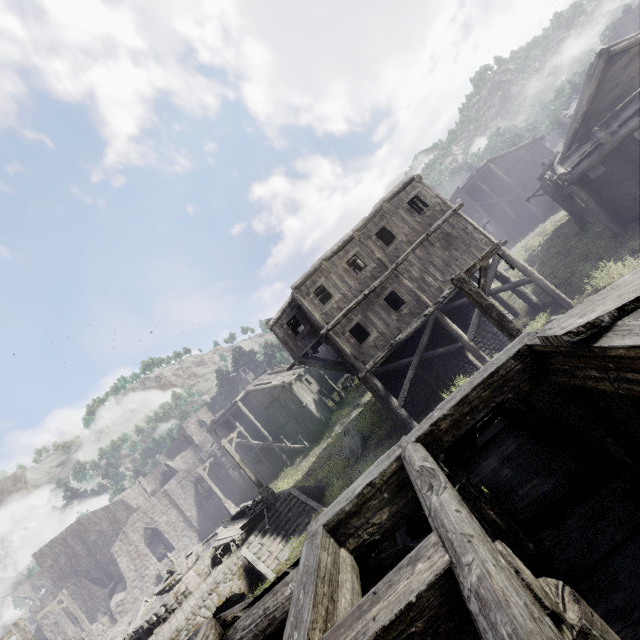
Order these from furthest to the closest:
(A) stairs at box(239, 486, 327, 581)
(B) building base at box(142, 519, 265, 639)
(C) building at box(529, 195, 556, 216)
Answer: (C) building at box(529, 195, 556, 216) < (A) stairs at box(239, 486, 327, 581) < (B) building base at box(142, 519, 265, 639)

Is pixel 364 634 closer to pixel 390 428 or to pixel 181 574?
pixel 390 428

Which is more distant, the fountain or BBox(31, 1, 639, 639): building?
the fountain

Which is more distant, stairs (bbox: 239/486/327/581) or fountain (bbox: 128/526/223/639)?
fountain (bbox: 128/526/223/639)

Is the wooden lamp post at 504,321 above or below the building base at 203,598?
above

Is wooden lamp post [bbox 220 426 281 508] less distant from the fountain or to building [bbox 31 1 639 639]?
the fountain

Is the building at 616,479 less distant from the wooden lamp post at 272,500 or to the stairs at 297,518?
the stairs at 297,518

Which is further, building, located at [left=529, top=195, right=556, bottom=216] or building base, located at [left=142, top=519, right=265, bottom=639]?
building, located at [left=529, top=195, right=556, bottom=216]
